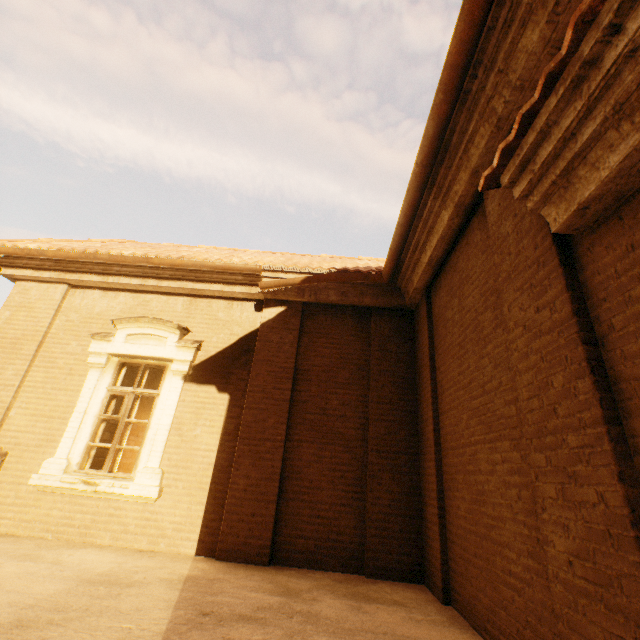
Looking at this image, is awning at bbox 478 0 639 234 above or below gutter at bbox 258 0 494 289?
below

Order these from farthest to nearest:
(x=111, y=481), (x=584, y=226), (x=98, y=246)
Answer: (x=98, y=246) → (x=111, y=481) → (x=584, y=226)

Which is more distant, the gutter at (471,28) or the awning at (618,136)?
the gutter at (471,28)

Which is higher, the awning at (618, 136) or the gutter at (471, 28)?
the gutter at (471, 28)

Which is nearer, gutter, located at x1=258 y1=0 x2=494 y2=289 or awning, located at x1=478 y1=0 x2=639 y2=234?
awning, located at x1=478 y1=0 x2=639 y2=234
